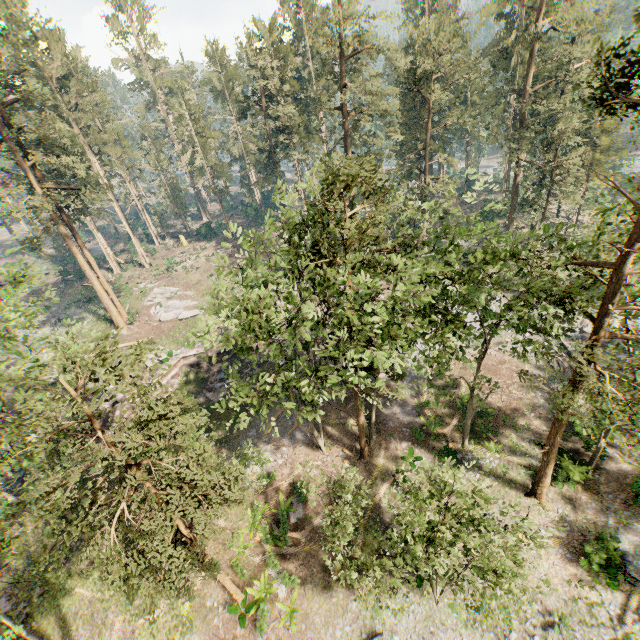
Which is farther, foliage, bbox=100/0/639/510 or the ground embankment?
the ground embankment

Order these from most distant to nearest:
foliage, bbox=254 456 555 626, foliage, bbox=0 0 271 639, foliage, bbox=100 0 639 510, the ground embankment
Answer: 1. the ground embankment
2. foliage, bbox=100 0 639 510
3. foliage, bbox=254 456 555 626
4. foliage, bbox=0 0 271 639

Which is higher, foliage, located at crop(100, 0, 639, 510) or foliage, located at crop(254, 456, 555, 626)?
foliage, located at crop(100, 0, 639, 510)

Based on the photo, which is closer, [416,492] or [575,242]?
[575,242]

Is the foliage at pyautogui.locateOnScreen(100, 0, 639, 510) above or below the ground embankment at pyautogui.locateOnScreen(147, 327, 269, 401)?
above

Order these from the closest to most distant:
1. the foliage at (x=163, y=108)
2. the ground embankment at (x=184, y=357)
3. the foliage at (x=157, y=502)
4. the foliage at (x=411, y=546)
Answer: the foliage at (x=157, y=502) → the foliage at (x=411, y=546) → the foliage at (x=163, y=108) → the ground embankment at (x=184, y=357)

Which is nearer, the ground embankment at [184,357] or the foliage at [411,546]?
the foliage at [411,546]
